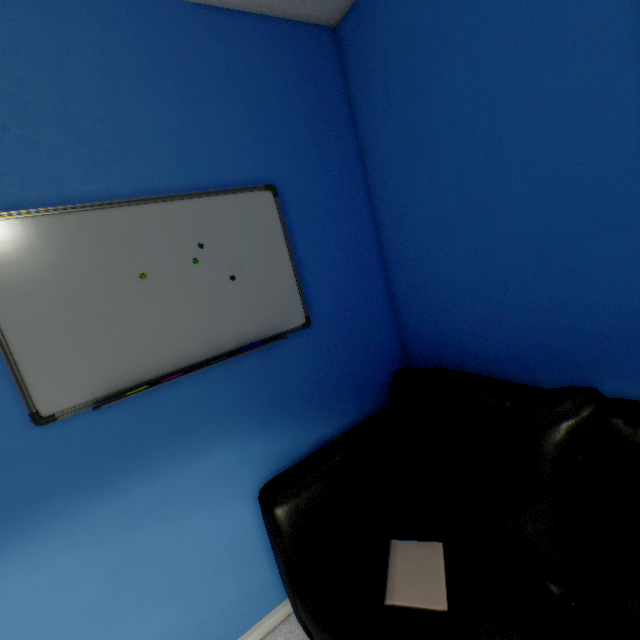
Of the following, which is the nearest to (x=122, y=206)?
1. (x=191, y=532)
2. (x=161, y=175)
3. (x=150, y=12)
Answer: (x=161, y=175)

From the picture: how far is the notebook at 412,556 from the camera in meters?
0.9

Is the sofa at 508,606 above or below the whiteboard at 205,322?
below

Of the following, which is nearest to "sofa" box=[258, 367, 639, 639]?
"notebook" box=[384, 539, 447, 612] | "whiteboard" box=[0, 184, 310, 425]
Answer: "notebook" box=[384, 539, 447, 612]

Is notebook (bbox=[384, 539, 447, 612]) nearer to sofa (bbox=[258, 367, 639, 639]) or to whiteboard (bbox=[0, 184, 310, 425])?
sofa (bbox=[258, 367, 639, 639])

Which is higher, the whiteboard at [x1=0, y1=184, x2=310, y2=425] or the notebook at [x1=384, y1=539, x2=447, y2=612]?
the whiteboard at [x1=0, y1=184, x2=310, y2=425]
